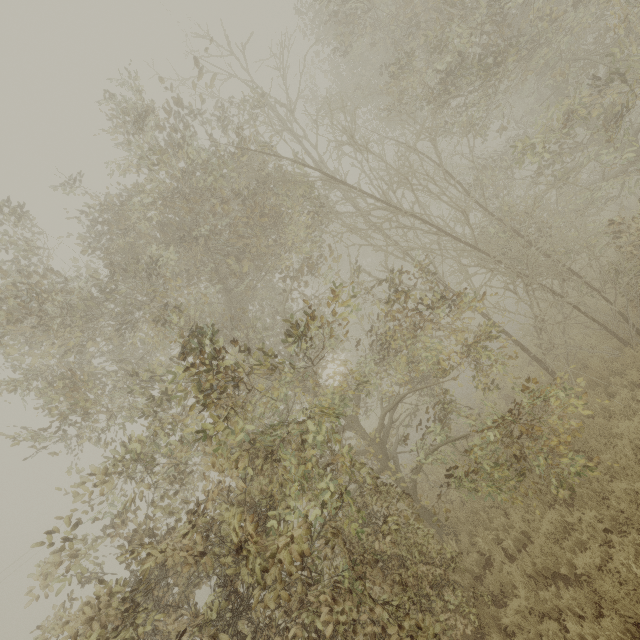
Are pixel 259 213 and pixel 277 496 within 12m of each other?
yes
